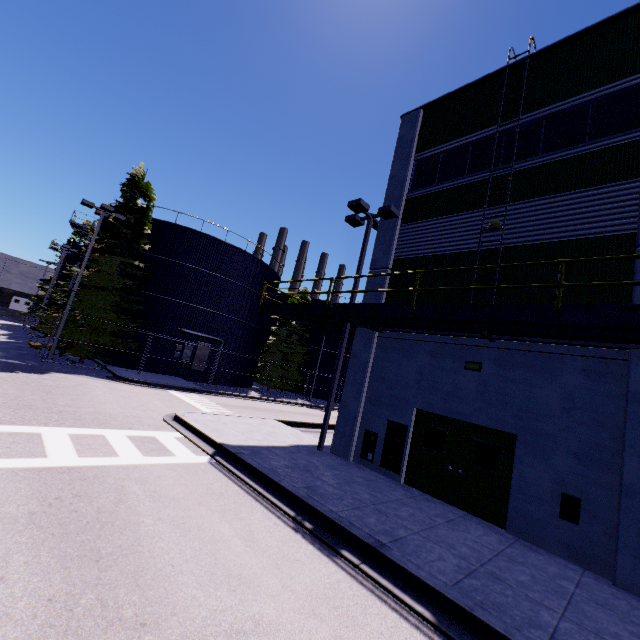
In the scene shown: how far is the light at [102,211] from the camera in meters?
19.9 m

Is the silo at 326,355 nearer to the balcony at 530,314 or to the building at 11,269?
the balcony at 530,314

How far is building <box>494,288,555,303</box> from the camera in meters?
8.8

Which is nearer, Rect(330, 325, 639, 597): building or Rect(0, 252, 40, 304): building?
Rect(330, 325, 639, 597): building

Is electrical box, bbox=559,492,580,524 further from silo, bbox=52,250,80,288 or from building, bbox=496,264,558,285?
silo, bbox=52,250,80,288

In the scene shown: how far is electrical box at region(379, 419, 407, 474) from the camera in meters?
10.4

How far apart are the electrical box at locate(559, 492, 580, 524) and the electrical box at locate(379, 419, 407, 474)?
4.1m

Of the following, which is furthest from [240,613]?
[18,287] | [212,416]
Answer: [18,287]
